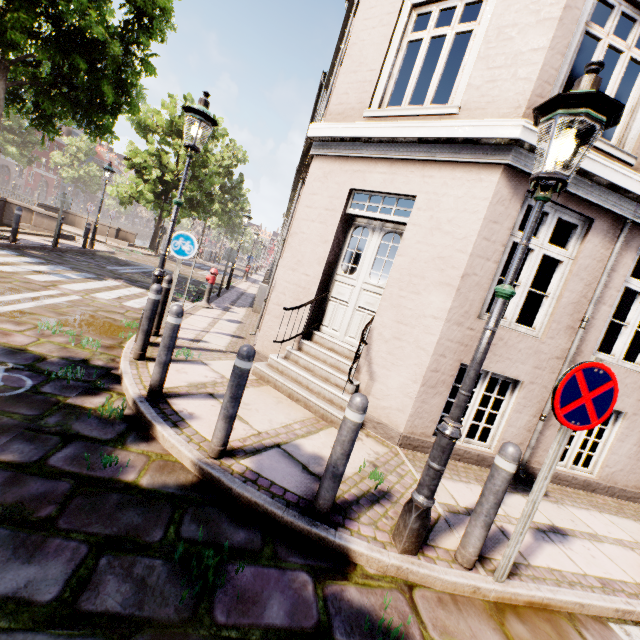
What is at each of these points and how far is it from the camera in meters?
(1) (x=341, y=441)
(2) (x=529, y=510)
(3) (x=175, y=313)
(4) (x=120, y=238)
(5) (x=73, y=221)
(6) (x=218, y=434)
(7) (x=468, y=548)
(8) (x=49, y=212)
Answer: (1) bollard, 2.6
(2) sign pole, 2.5
(3) bollard, 3.6
(4) bridge, 21.8
(5) bridge, 21.7
(6) bollard, 3.0
(7) bollard, 2.7
(8) bridge, 14.0

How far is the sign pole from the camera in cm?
247

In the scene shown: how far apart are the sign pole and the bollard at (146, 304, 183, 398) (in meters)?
3.71

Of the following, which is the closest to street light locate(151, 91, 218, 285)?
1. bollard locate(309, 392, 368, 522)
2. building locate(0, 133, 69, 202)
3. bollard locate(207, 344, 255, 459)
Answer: bollard locate(207, 344, 255, 459)

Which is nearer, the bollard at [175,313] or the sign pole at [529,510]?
the sign pole at [529,510]

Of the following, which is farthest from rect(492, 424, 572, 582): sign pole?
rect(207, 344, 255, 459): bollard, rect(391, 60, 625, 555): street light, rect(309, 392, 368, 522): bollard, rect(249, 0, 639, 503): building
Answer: rect(207, 344, 255, 459): bollard

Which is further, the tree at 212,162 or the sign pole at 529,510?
the tree at 212,162

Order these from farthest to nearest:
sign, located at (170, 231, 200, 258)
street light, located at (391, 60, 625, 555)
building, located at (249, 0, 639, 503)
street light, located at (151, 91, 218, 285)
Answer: sign, located at (170, 231, 200, 258)
street light, located at (151, 91, 218, 285)
building, located at (249, 0, 639, 503)
street light, located at (391, 60, 625, 555)
